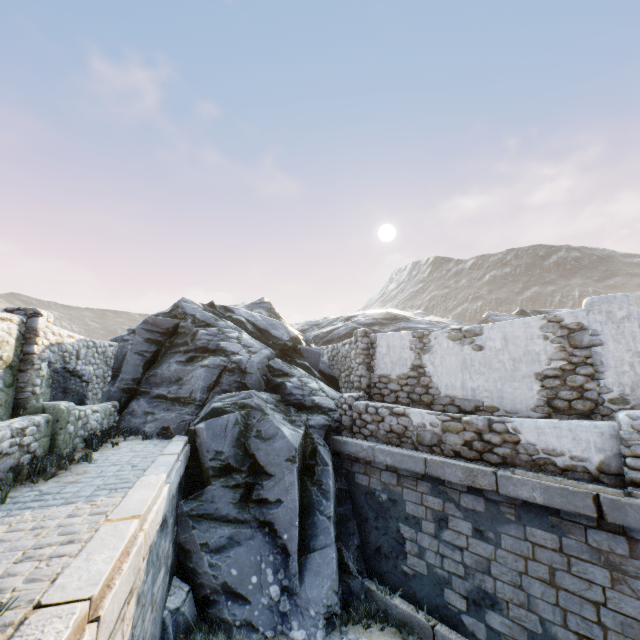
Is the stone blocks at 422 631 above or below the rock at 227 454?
below

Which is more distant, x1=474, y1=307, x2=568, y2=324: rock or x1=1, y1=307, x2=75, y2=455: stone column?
x1=474, y1=307, x2=568, y2=324: rock

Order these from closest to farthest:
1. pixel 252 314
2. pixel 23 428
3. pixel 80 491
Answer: pixel 80 491, pixel 23 428, pixel 252 314

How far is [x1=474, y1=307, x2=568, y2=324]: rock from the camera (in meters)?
27.05

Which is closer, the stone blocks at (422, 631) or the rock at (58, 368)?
the stone blocks at (422, 631)

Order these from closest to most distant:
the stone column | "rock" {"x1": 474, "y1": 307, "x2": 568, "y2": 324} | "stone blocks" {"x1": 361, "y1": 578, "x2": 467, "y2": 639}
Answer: "stone blocks" {"x1": 361, "y1": 578, "x2": 467, "y2": 639} → the stone column → "rock" {"x1": 474, "y1": 307, "x2": 568, "y2": 324}

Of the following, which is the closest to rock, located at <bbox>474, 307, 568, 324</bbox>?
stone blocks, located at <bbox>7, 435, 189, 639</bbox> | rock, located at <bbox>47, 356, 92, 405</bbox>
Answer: stone blocks, located at <bbox>7, 435, 189, 639</bbox>

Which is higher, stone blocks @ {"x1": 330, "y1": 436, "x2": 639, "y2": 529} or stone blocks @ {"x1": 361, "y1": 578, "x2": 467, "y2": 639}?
stone blocks @ {"x1": 330, "y1": 436, "x2": 639, "y2": 529}
